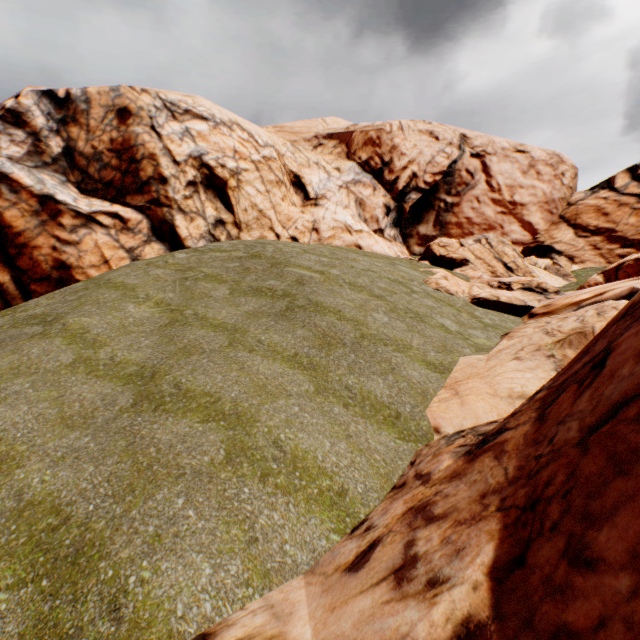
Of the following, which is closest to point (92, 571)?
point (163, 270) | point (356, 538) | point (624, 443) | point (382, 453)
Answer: point (356, 538)
